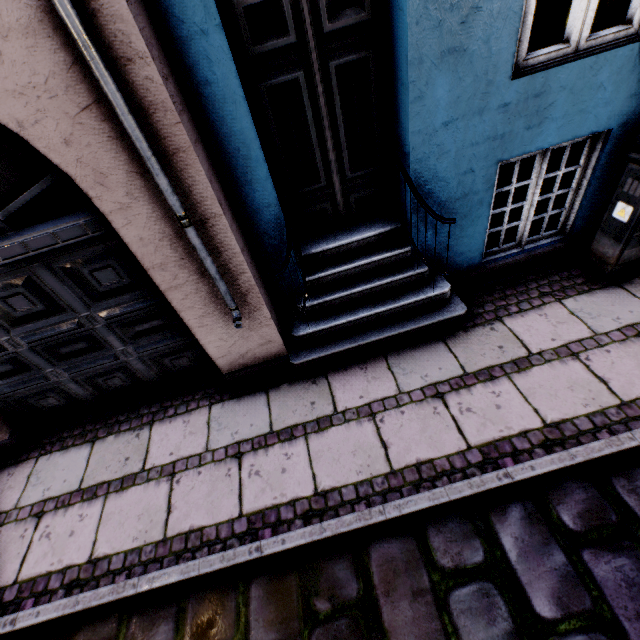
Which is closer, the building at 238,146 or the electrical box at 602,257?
the building at 238,146

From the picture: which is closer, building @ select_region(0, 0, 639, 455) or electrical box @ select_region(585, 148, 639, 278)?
building @ select_region(0, 0, 639, 455)

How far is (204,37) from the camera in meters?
2.0 m
